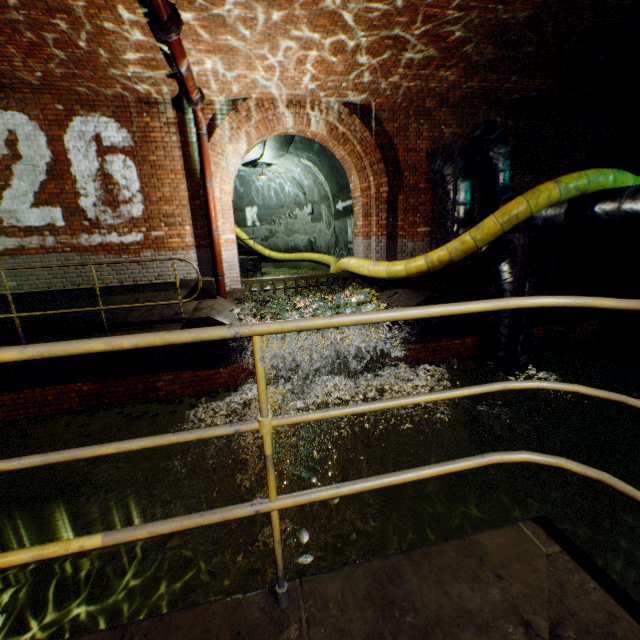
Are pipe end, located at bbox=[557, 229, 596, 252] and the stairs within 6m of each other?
no

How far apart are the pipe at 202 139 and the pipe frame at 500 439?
5.2 meters

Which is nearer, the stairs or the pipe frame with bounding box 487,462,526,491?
the pipe frame with bounding box 487,462,526,491

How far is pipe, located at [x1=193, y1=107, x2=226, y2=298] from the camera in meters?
6.6

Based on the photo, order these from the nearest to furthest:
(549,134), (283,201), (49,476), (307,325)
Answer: (307,325)
(49,476)
(549,134)
(283,201)

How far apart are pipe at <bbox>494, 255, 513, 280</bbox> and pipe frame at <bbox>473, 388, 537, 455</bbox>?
0.0m

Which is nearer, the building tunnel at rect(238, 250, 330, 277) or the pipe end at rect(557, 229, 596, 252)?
the pipe end at rect(557, 229, 596, 252)

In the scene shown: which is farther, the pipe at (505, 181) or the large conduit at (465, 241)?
the pipe at (505, 181)
